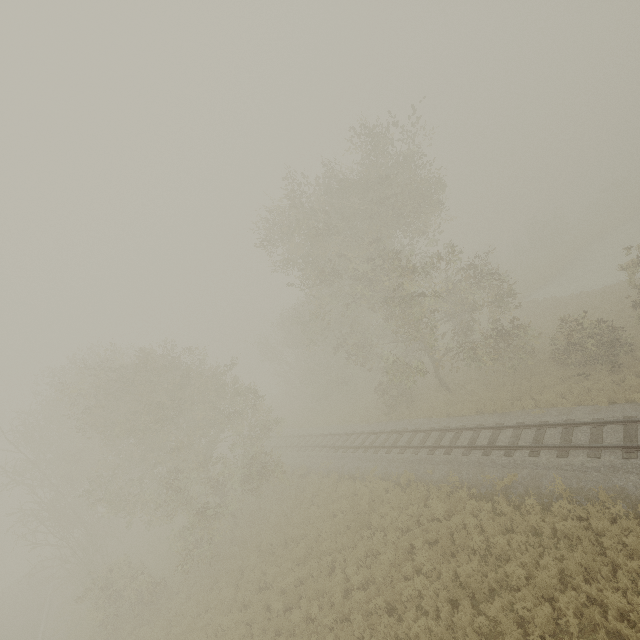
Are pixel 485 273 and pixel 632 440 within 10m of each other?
no

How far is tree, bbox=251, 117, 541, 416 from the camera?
18.5m

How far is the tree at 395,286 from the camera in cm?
1853
